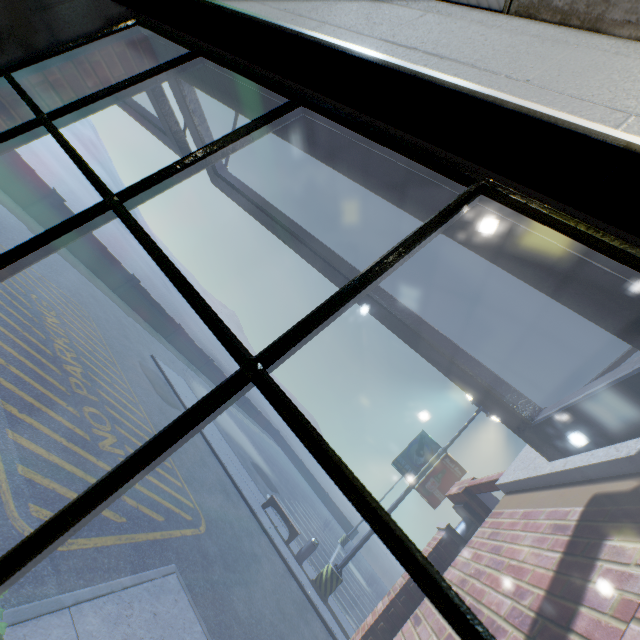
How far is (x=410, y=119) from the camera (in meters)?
1.09

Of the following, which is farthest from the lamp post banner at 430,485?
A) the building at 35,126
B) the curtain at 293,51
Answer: the curtain at 293,51

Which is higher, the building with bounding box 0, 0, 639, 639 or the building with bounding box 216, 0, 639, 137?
the building with bounding box 216, 0, 639, 137

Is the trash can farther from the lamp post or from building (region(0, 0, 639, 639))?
building (region(0, 0, 639, 639))

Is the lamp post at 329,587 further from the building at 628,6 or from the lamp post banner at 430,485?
the building at 628,6

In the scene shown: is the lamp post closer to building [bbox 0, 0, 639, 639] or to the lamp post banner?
the lamp post banner

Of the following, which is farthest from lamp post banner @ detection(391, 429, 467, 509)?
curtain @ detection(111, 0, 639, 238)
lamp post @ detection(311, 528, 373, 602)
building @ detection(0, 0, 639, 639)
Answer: curtain @ detection(111, 0, 639, 238)
